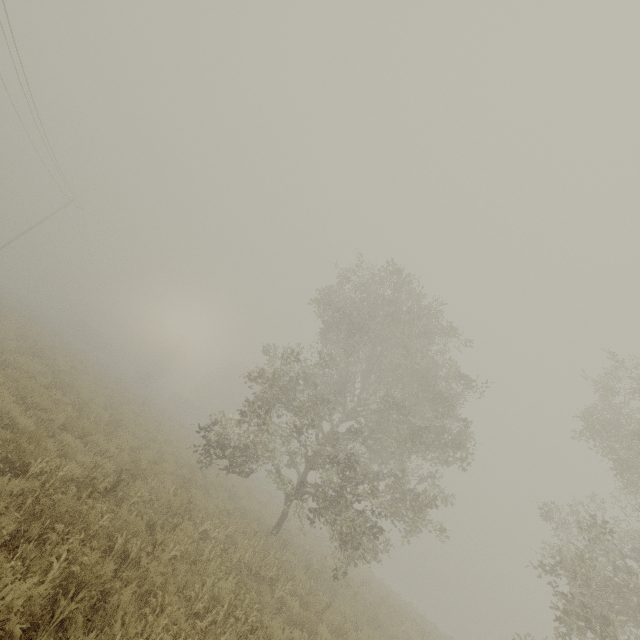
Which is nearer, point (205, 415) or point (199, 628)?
point (199, 628)
